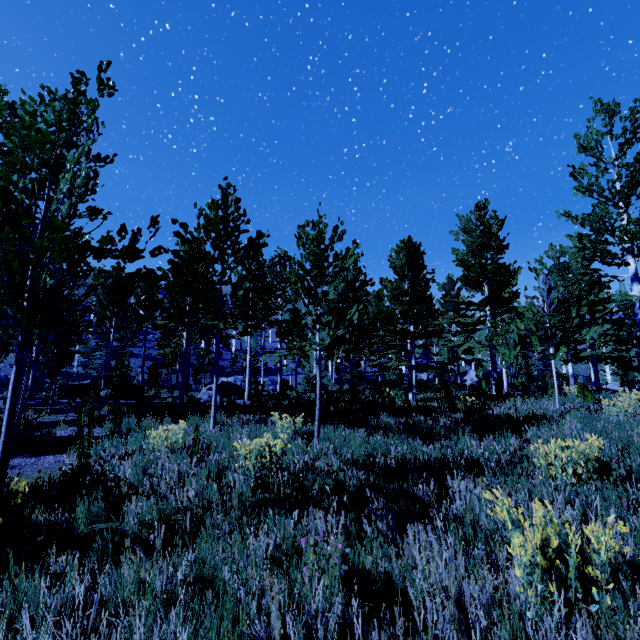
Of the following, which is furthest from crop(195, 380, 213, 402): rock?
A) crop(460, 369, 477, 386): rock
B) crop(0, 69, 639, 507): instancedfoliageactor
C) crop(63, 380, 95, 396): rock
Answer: crop(460, 369, 477, 386): rock

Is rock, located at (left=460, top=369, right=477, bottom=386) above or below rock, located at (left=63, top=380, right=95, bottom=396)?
above

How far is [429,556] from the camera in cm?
298

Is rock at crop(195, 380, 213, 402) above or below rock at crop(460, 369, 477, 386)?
below

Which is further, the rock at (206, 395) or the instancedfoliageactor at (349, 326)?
the rock at (206, 395)

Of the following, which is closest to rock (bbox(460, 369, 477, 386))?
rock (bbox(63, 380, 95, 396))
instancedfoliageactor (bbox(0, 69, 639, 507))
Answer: instancedfoliageactor (bbox(0, 69, 639, 507))

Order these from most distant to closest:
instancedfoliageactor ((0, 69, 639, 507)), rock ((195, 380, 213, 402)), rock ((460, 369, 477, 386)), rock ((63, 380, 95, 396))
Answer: rock ((460, 369, 477, 386)), rock ((63, 380, 95, 396)), rock ((195, 380, 213, 402)), instancedfoliageactor ((0, 69, 639, 507))

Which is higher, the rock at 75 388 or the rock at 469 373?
the rock at 469 373
